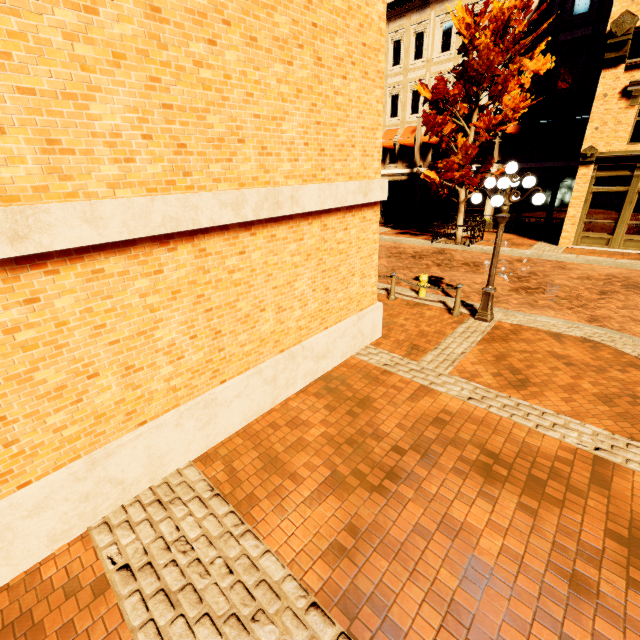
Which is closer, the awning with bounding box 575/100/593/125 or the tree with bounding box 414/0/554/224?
the tree with bounding box 414/0/554/224

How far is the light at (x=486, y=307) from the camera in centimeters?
671cm

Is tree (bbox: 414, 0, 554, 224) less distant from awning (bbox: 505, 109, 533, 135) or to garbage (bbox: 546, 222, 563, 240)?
awning (bbox: 505, 109, 533, 135)

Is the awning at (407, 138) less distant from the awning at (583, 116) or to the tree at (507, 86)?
the tree at (507, 86)

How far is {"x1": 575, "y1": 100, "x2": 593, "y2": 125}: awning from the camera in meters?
15.7

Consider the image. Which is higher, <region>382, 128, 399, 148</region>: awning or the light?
<region>382, 128, 399, 148</region>: awning

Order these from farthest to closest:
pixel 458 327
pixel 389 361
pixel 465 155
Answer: pixel 465 155
pixel 458 327
pixel 389 361

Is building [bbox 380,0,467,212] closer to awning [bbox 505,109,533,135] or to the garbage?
awning [bbox 505,109,533,135]
